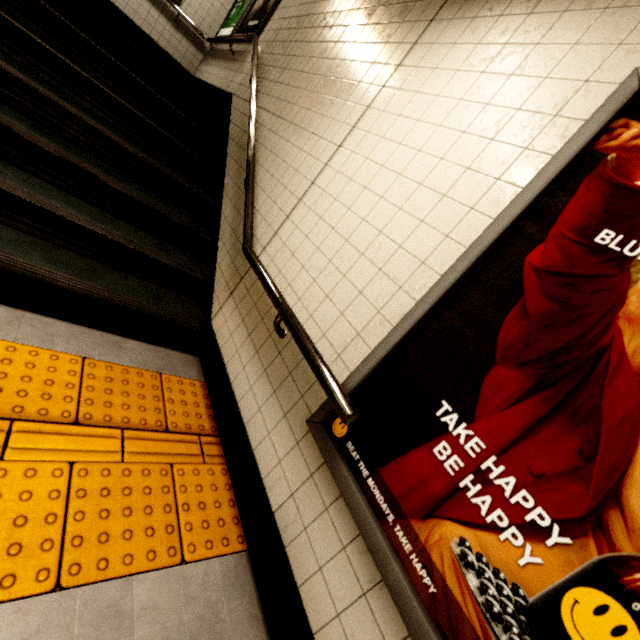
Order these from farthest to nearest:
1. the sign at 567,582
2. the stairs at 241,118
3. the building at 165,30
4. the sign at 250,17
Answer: the building at 165,30 < the sign at 250,17 < the stairs at 241,118 < the sign at 567,582

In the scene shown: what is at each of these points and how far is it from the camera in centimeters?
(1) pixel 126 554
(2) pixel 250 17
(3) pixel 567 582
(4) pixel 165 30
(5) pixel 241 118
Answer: (1) groundtactileadastrip, 131cm
(2) sign, 479cm
(3) sign, 80cm
(4) building, 588cm
(5) stairs, 363cm

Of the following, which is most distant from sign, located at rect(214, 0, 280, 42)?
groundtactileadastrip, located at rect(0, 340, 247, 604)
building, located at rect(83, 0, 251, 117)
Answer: groundtactileadastrip, located at rect(0, 340, 247, 604)

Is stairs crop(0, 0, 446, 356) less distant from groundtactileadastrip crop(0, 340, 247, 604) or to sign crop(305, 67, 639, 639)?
groundtactileadastrip crop(0, 340, 247, 604)

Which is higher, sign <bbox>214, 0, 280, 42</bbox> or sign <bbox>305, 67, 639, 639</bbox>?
sign <bbox>214, 0, 280, 42</bbox>

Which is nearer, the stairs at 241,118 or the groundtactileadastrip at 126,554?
the groundtactileadastrip at 126,554

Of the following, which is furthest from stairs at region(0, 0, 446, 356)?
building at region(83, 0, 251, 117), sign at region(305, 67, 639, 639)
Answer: sign at region(305, 67, 639, 639)

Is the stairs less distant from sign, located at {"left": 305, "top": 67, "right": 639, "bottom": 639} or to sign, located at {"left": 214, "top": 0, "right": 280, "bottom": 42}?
sign, located at {"left": 214, "top": 0, "right": 280, "bottom": 42}
